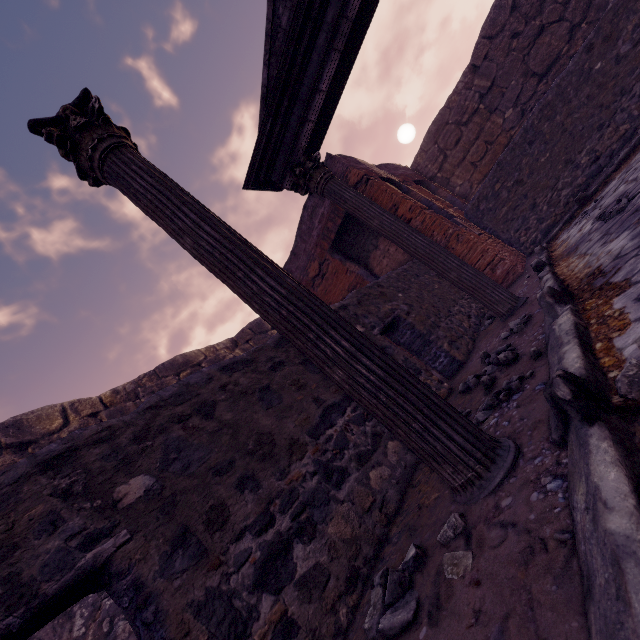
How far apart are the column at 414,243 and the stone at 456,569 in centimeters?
328cm

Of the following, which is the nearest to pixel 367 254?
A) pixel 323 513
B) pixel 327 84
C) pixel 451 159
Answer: pixel 327 84

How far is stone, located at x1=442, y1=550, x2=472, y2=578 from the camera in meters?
A: 1.2 m

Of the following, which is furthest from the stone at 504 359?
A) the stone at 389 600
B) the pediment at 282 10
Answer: the pediment at 282 10

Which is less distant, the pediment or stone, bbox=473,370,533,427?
stone, bbox=473,370,533,427

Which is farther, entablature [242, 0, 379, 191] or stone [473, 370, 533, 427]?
entablature [242, 0, 379, 191]

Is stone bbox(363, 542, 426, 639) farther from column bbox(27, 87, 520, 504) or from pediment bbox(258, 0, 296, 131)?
pediment bbox(258, 0, 296, 131)

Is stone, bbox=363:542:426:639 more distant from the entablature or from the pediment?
the pediment
